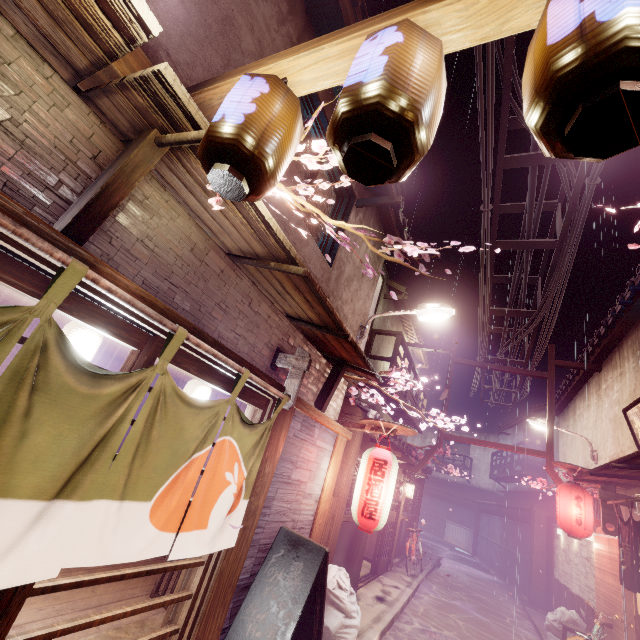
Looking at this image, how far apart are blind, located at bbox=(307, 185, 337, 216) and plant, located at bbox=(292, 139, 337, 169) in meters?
2.4 m

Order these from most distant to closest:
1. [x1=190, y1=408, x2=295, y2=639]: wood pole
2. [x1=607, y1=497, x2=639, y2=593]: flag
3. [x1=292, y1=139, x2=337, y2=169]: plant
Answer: [x1=607, y1=497, x2=639, y2=593]: flag < [x1=190, y1=408, x2=295, y2=639]: wood pole < [x1=292, y1=139, x2=337, y2=169]: plant

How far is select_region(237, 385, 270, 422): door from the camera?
6.15m

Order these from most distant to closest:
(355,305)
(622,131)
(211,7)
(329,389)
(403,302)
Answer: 1. (403,302)
2. (355,305)
3. (329,389)
4. (211,7)
5. (622,131)

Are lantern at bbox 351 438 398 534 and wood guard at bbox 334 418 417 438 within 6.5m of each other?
yes

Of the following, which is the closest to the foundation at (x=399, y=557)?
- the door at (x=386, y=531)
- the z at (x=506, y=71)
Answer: the door at (x=386, y=531)

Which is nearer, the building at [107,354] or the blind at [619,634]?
the building at [107,354]

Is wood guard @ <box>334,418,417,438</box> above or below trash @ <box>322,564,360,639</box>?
above
